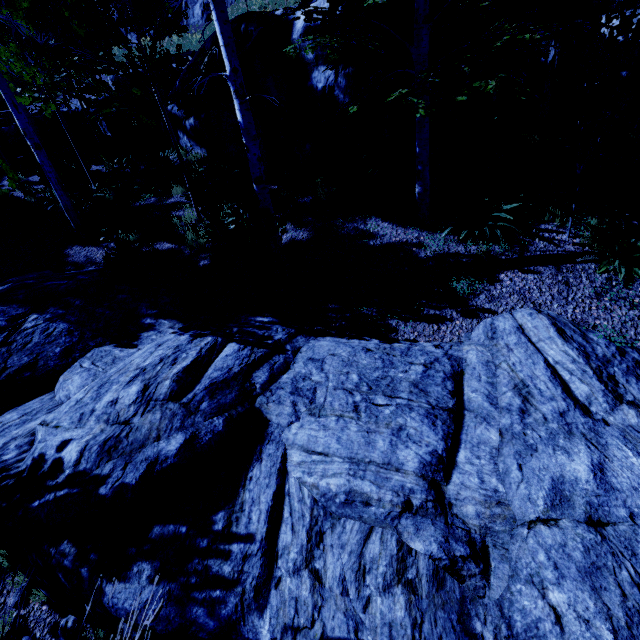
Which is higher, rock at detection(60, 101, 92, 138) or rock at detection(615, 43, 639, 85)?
rock at detection(60, 101, 92, 138)

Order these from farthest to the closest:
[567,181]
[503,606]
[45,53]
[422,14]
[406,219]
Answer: [45,53] < [406,219] < [567,181] < [422,14] < [503,606]

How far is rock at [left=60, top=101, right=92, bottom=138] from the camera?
13.68m

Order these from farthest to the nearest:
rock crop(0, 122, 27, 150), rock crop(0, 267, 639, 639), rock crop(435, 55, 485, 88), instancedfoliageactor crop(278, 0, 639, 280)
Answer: rock crop(0, 122, 27, 150) < rock crop(435, 55, 485, 88) < instancedfoliageactor crop(278, 0, 639, 280) < rock crop(0, 267, 639, 639)

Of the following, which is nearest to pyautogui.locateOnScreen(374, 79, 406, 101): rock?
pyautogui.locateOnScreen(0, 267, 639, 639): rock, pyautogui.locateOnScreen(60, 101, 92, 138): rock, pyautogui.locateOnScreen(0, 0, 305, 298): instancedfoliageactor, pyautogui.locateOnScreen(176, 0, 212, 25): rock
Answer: pyautogui.locateOnScreen(0, 0, 305, 298): instancedfoliageactor

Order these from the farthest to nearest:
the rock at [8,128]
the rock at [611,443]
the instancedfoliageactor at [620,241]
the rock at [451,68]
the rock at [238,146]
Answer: the rock at [8,128] → the rock at [238,146] → the rock at [451,68] → the instancedfoliageactor at [620,241] → the rock at [611,443]

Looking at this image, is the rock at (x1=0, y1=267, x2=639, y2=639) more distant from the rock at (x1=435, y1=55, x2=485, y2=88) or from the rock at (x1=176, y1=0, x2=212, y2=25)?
the rock at (x1=176, y1=0, x2=212, y2=25)

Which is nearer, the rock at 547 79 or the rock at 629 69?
the rock at 629 69
